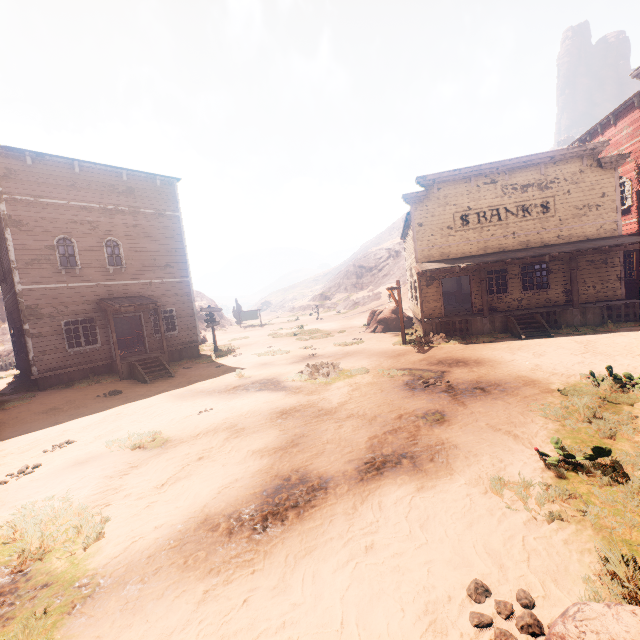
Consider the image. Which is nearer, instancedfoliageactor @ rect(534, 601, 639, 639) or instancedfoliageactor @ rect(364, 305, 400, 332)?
instancedfoliageactor @ rect(534, 601, 639, 639)

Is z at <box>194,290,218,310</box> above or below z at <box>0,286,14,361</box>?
above

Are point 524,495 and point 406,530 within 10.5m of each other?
yes

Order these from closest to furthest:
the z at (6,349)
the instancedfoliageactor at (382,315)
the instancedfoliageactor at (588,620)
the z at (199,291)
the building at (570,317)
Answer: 1. the instancedfoliageactor at (588,620)
2. the building at (570,317)
3. the instancedfoliageactor at (382,315)
4. the z at (6,349)
5. the z at (199,291)

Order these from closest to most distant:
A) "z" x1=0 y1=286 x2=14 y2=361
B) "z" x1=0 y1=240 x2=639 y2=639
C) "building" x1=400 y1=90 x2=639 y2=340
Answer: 1. "z" x1=0 y1=240 x2=639 y2=639
2. "building" x1=400 y1=90 x2=639 y2=340
3. "z" x1=0 y1=286 x2=14 y2=361

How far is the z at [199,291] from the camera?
41.90m

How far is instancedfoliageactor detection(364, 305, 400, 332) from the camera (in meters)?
21.98

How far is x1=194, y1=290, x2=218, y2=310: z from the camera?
41.9 meters
